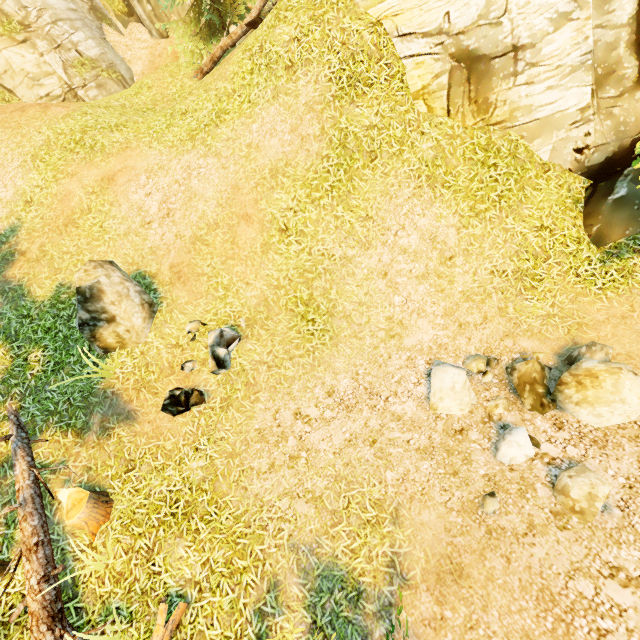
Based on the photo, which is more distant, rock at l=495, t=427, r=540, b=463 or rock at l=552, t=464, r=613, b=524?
rock at l=495, t=427, r=540, b=463

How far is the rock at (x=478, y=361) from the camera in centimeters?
608cm

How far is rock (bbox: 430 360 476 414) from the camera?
5.71m

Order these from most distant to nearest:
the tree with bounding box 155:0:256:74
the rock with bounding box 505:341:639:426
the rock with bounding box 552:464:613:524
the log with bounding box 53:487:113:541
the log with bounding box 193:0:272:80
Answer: the tree with bounding box 155:0:256:74 < the log with bounding box 193:0:272:80 < the log with bounding box 53:487:113:541 < the rock with bounding box 505:341:639:426 < the rock with bounding box 552:464:613:524

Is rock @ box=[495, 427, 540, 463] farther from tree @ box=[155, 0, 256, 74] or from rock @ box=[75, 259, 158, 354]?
tree @ box=[155, 0, 256, 74]

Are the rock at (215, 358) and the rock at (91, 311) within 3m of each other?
yes

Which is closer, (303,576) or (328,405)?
(303,576)

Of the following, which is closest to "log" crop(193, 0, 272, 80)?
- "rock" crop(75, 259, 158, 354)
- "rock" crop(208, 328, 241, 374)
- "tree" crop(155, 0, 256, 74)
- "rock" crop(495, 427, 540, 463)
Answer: "tree" crop(155, 0, 256, 74)
